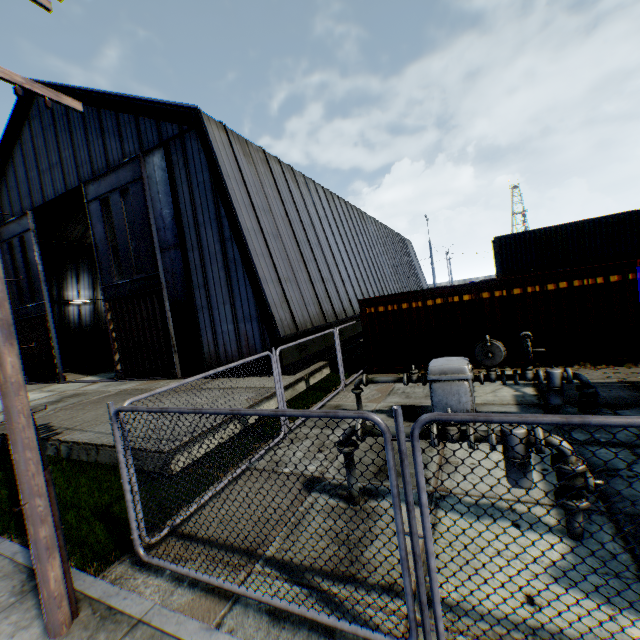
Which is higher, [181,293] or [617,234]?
[617,234]

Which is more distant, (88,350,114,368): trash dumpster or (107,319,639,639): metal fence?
(88,350,114,368): trash dumpster

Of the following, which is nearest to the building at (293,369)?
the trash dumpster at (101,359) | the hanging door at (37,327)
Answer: the hanging door at (37,327)

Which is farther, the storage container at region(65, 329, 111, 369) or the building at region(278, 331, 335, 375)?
the storage container at region(65, 329, 111, 369)

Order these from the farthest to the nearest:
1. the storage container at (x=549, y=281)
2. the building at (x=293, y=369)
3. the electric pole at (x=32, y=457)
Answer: the building at (x=293, y=369) < the storage container at (x=549, y=281) < the electric pole at (x=32, y=457)

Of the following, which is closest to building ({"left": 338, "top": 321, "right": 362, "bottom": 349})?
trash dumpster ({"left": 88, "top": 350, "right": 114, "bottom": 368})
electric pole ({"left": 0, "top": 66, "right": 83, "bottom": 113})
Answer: trash dumpster ({"left": 88, "top": 350, "right": 114, "bottom": 368})

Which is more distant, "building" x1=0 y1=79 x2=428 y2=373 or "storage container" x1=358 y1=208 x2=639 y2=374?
"building" x1=0 y1=79 x2=428 y2=373
